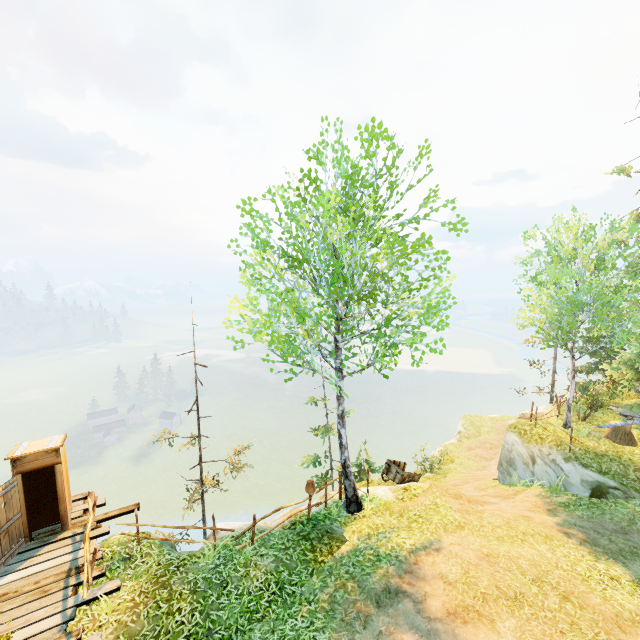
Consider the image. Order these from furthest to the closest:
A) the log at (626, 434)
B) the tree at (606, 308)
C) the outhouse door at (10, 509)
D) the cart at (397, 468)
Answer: the cart at (397, 468) → the log at (626, 434) → the tree at (606, 308) → the outhouse door at (10, 509)

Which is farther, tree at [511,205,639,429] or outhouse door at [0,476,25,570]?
tree at [511,205,639,429]

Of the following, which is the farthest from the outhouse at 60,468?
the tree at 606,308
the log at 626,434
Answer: the log at 626,434

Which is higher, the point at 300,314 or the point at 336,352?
the point at 300,314

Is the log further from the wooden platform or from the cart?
the wooden platform

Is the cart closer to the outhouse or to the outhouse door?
the outhouse

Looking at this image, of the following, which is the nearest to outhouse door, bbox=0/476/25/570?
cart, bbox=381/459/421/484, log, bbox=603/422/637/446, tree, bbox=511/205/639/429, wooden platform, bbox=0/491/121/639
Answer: wooden platform, bbox=0/491/121/639

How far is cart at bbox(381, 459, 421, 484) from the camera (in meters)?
15.76
